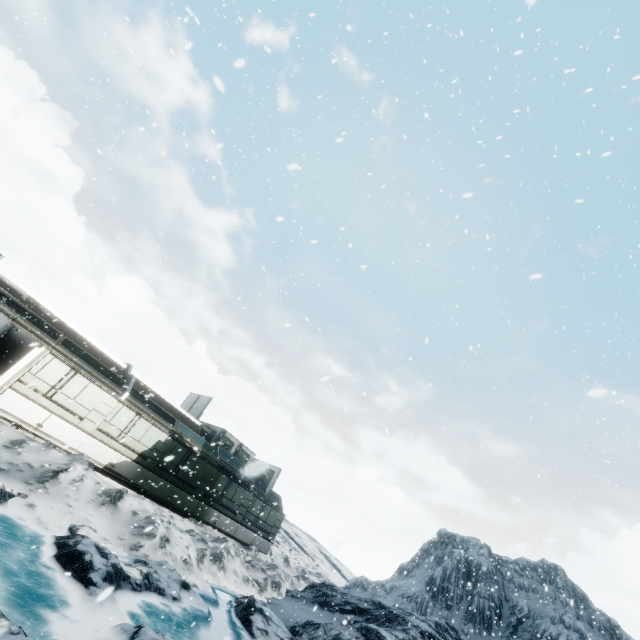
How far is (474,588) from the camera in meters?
27.7 m
